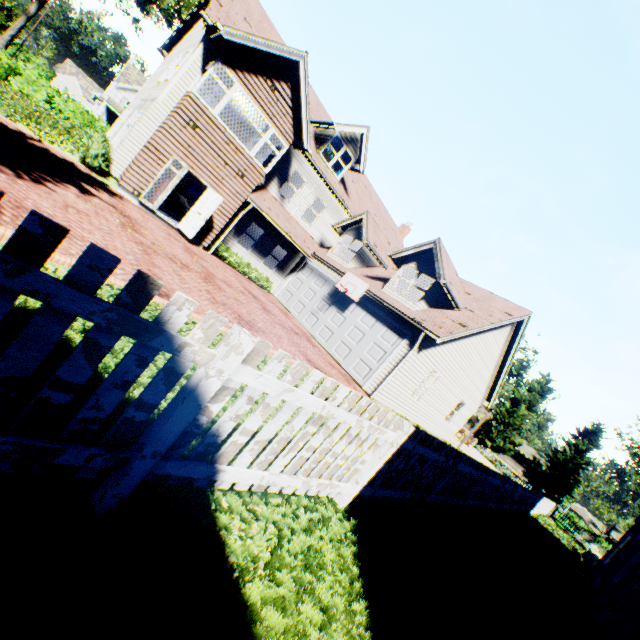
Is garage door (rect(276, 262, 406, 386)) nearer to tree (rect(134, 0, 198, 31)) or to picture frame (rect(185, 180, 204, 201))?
picture frame (rect(185, 180, 204, 201))

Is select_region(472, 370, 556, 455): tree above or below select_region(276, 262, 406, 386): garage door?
above

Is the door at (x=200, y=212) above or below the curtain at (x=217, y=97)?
below

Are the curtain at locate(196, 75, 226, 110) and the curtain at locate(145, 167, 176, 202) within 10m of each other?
yes

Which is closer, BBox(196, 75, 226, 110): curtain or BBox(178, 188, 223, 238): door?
BBox(196, 75, 226, 110): curtain

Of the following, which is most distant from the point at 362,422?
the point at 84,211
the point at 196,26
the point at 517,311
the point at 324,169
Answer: the point at 196,26

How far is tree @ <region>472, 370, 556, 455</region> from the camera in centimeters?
4103cm

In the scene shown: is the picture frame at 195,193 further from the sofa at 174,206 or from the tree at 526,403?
the tree at 526,403
